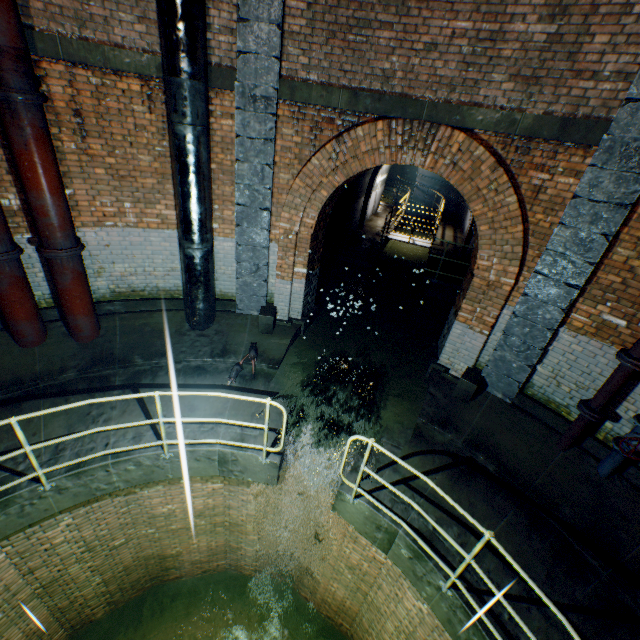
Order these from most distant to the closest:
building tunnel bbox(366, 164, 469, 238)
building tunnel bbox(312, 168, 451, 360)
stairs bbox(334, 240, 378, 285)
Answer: building tunnel bbox(366, 164, 469, 238) → stairs bbox(334, 240, 378, 285) → building tunnel bbox(312, 168, 451, 360)

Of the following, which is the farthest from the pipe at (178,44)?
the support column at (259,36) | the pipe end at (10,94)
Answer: the pipe end at (10,94)

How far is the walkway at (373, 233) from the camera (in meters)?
10.19

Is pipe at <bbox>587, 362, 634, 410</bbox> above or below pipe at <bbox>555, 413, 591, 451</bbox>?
above

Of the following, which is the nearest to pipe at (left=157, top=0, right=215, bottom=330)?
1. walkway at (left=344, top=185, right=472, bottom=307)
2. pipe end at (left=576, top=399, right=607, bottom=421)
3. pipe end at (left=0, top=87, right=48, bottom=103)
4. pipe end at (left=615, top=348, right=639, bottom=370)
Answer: pipe end at (left=0, top=87, right=48, bottom=103)

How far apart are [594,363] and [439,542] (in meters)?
3.64

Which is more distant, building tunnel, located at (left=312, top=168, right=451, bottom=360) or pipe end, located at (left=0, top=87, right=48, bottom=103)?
building tunnel, located at (left=312, top=168, right=451, bottom=360)

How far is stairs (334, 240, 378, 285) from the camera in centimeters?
1115cm
